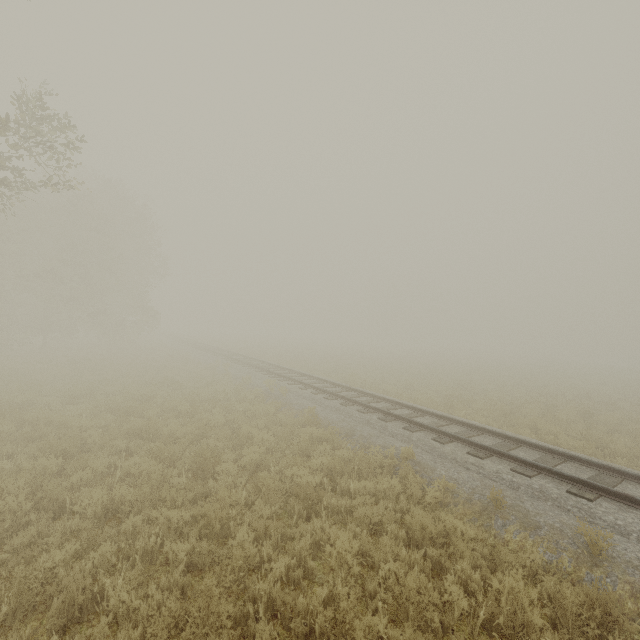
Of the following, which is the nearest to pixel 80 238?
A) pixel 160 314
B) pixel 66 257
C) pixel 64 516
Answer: pixel 66 257
